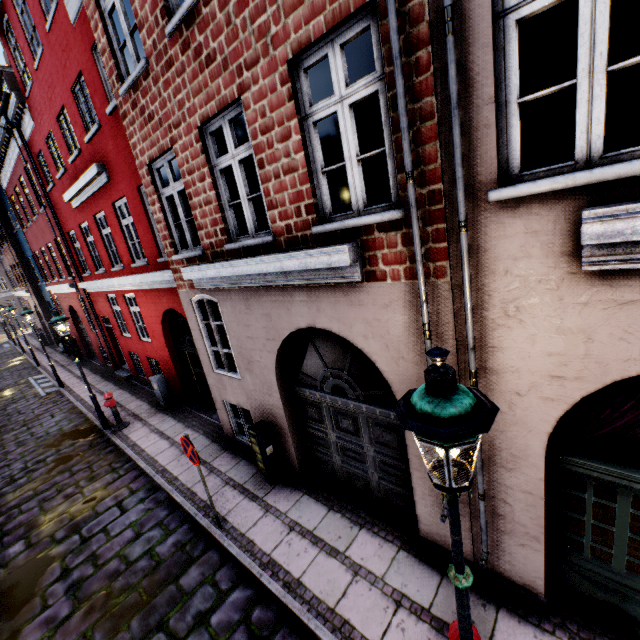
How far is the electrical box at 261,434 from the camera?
6.2m

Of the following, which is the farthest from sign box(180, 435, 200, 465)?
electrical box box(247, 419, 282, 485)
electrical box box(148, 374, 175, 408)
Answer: electrical box box(148, 374, 175, 408)

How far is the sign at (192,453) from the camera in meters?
5.1

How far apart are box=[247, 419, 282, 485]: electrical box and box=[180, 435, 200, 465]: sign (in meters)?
1.16

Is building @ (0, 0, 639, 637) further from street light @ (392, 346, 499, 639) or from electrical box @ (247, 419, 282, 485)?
street light @ (392, 346, 499, 639)

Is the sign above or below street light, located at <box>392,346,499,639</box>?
below

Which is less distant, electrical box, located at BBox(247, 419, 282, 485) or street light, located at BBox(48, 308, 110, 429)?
electrical box, located at BBox(247, 419, 282, 485)

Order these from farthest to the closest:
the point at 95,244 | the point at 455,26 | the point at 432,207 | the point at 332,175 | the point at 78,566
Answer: the point at 95,244
the point at 332,175
the point at 78,566
the point at 432,207
the point at 455,26
